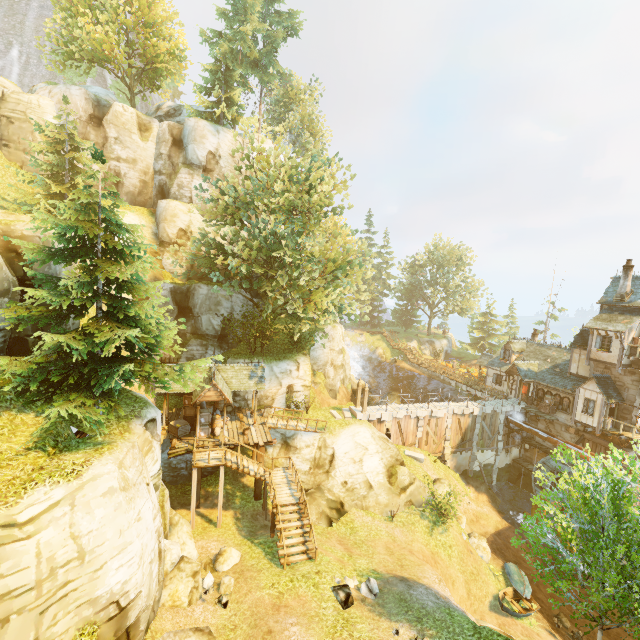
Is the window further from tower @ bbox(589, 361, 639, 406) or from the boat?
the boat

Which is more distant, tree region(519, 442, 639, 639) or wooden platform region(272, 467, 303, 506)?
wooden platform region(272, 467, 303, 506)

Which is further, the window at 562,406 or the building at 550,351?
the window at 562,406

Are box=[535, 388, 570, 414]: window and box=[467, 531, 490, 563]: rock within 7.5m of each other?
no

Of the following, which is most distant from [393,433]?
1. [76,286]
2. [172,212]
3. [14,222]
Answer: [172,212]

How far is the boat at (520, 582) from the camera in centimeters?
1881cm

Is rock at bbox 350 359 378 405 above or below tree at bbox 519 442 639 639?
A: below

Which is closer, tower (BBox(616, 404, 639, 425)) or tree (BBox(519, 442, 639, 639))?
tree (BBox(519, 442, 639, 639))
